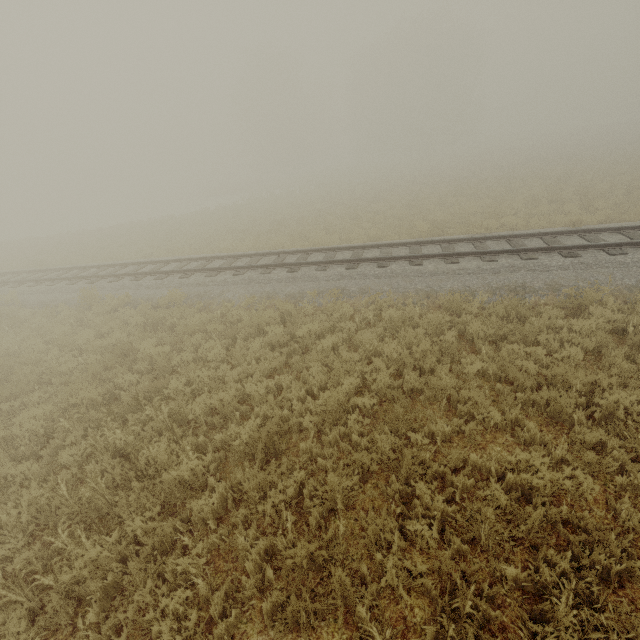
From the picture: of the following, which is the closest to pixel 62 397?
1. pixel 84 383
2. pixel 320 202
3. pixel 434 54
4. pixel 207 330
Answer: pixel 84 383
